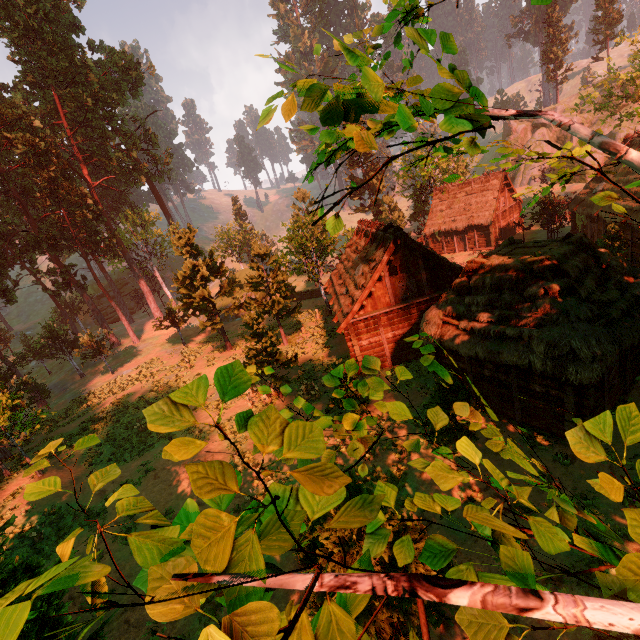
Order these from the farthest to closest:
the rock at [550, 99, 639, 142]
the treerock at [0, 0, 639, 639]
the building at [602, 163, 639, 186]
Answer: the rock at [550, 99, 639, 142] → the building at [602, 163, 639, 186] → the treerock at [0, 0, 639, 639]

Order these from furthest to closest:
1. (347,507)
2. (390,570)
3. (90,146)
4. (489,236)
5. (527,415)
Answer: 1. (90,146)
2. (489,236)
3. (527,415)
4. (390,570)
5. (347,507)

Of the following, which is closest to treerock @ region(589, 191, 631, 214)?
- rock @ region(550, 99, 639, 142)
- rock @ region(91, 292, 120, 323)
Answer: rock @ region(91, 292, 120, 323)

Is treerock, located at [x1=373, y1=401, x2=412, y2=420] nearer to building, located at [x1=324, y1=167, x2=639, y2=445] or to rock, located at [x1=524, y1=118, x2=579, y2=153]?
building, located at [x1=324, y1=167, x2=639, y2=445]

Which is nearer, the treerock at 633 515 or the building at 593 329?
the treerock at 633 515

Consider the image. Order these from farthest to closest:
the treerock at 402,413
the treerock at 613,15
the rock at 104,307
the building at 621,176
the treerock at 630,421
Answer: the rock at 104,307
the treerock at 613,15
the building at 621,176
the treerock at 402,413
the treerock at 630,421

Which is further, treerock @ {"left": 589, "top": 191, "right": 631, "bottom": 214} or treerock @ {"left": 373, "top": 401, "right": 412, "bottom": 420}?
treerock @ {"left": 589, "top": 191, "right": 631, "bottom": 214}
